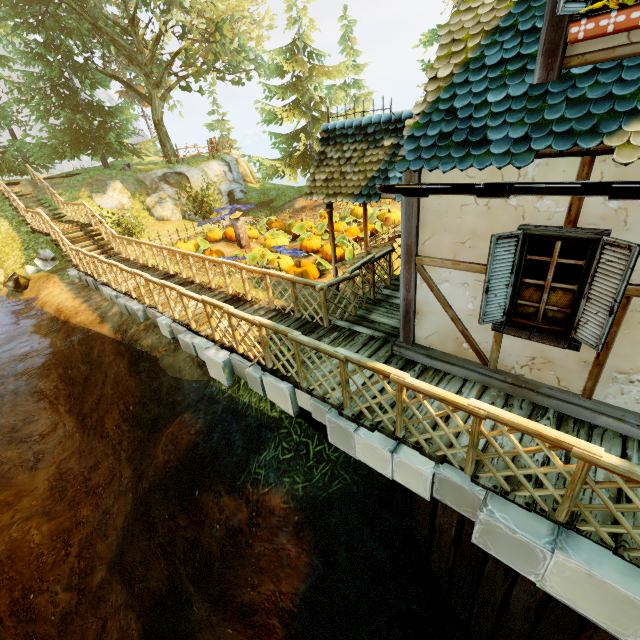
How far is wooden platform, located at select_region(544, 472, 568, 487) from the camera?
3.3 meters

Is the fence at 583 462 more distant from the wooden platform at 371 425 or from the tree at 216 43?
the tree at 216 43

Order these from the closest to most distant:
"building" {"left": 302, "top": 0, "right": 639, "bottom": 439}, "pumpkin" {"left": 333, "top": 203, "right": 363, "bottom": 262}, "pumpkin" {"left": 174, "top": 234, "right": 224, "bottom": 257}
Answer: "building" {"left": 302, "top": 0, "right": 639, "bottom": 439} → "pumpkin" {"left": 333, "top": 203, "right": 363, "bottom": 262} → "pumpkin" {"left": 174, "top": 234, "right": 224, "bottom": 257}

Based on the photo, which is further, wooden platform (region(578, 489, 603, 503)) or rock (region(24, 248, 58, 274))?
rock (region(24, 248, 58, 274))

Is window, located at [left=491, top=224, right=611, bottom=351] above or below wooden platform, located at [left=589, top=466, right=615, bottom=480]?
above

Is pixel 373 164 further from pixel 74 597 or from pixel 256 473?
pixel 74 597

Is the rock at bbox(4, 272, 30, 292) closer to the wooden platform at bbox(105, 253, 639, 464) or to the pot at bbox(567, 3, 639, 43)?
the wooden platform at bbox(105, 253, 639, 464)

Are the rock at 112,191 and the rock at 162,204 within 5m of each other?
yes
